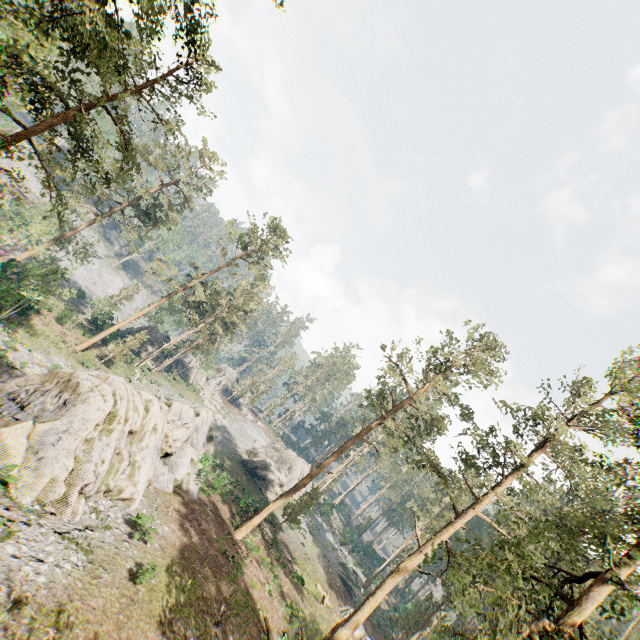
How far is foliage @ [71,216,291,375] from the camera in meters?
36.7 m

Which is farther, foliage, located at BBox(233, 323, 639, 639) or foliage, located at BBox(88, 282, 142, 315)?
foliage, located at BBox(88, 282, 142, 315)

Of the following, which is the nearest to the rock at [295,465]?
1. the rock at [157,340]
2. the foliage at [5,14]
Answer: the foliage at [5,14]

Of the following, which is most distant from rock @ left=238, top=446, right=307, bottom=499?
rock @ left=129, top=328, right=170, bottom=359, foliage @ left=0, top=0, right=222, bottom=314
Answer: rock @ left=129, top=328, right=170, bottom=359

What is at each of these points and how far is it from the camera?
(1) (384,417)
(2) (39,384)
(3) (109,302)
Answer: (1) foliage, 26.9m
(2) rock, 17.3m
(3) foliage, 38.8m

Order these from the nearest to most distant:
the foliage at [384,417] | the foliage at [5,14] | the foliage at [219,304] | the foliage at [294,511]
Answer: the foliage at [384,417], the foliage at [5,14], the foliage at [294,511], the foliage at [219,304]

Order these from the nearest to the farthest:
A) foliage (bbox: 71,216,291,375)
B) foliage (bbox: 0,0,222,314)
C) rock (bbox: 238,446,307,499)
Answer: foliage (bbox: 0,0,222,314), foliage (bbox: 71,216,291,375), rock (bbox: 238,446,307,499)
